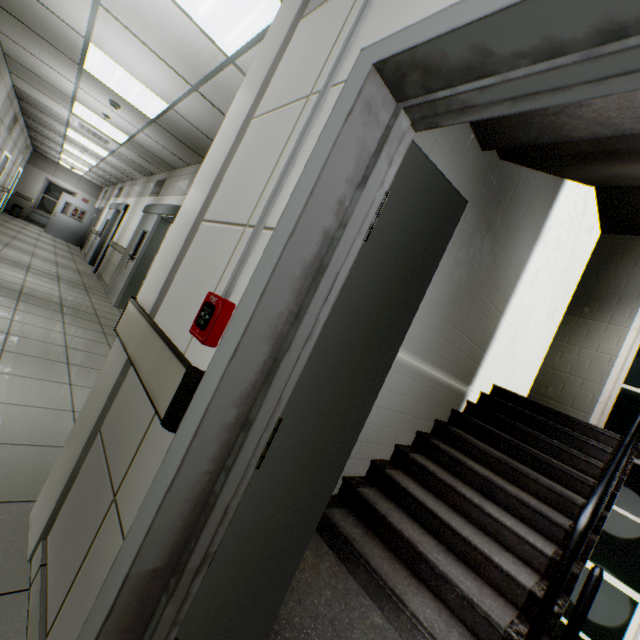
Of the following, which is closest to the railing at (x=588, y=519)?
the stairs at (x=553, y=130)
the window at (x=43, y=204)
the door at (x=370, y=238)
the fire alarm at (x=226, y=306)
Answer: the stairs at (x=553, y=130)

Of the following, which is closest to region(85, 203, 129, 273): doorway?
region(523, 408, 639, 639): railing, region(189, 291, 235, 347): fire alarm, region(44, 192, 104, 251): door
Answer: region(44, 192, 104, 251): door

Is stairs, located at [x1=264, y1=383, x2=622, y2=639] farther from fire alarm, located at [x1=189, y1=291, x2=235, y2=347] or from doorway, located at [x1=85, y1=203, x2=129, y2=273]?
doorway, located at [x1=85, y1=203, x2=129, y2=273]

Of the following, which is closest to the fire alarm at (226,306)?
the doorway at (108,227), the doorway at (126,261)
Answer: the doorway at (126,261)

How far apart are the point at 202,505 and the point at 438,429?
3.19m

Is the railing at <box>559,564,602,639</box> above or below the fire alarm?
below

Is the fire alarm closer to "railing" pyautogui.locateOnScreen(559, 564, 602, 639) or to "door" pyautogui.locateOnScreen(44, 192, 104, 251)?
"railing" pyautogui.locateOnScreen(559, 564, 602, 639)

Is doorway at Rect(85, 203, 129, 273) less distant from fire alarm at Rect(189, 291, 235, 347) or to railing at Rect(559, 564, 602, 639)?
fire alarm at Rect(189, 291, 235, 347)
